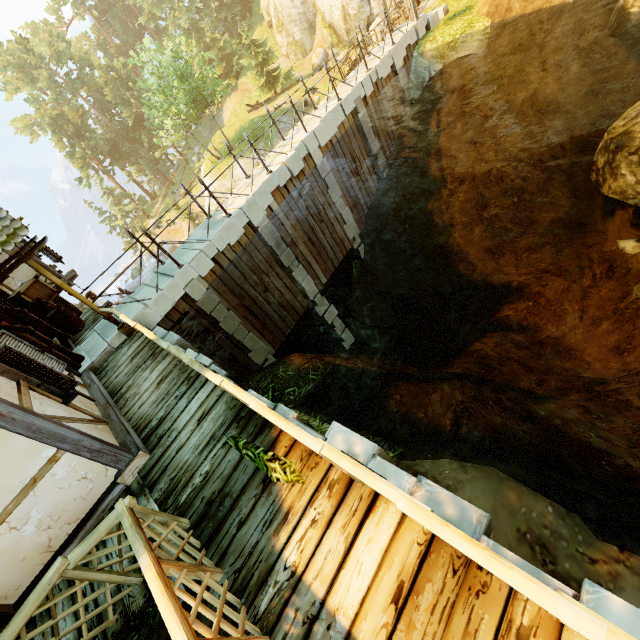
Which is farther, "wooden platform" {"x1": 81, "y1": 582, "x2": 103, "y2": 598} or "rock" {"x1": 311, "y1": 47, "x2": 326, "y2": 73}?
"rock" {"x1": 311, "y1": 47, "x2": 326, "y2": 73}

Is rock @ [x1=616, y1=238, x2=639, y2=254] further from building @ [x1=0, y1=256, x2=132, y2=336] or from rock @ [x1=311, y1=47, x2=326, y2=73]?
rock @ [x1=311, y1=47, x2=326, y2=73]

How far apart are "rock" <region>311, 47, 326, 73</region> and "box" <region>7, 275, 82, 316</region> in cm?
3562

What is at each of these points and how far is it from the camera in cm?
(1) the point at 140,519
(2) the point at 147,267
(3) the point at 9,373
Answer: (1) fence, 354
(2) rock, 4147
(3) window, 492

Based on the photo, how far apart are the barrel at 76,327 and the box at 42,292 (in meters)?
0.96

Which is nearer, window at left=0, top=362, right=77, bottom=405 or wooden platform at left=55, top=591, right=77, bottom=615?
wooden platform at left=55, top=591, right=77, bottom=615

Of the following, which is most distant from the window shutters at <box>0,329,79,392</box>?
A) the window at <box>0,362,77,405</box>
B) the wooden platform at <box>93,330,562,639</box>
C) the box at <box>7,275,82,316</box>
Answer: the box at <box>7,275,82,316</box>

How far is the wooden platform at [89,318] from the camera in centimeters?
1016cm
